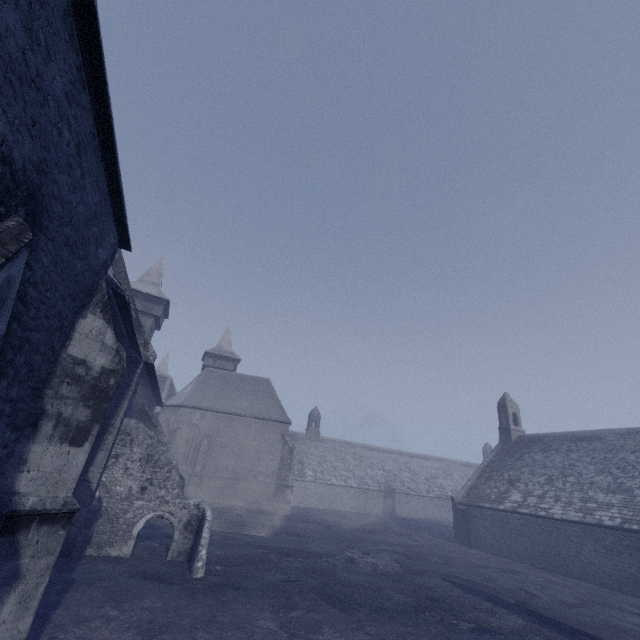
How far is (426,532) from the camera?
29.66m
